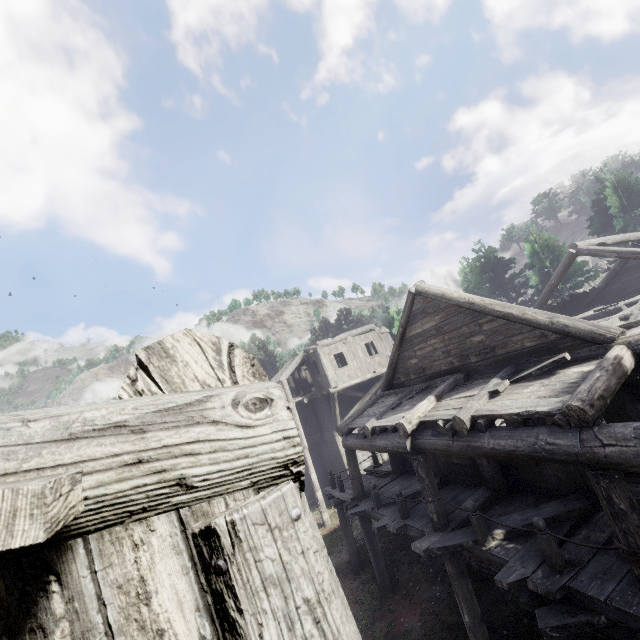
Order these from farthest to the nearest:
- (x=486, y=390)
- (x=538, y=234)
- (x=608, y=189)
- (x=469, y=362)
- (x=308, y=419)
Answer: (x=608, y=189), (x=538, y=234), (x=308, y=419), (x=469, y=362), (x=486, y=390)
